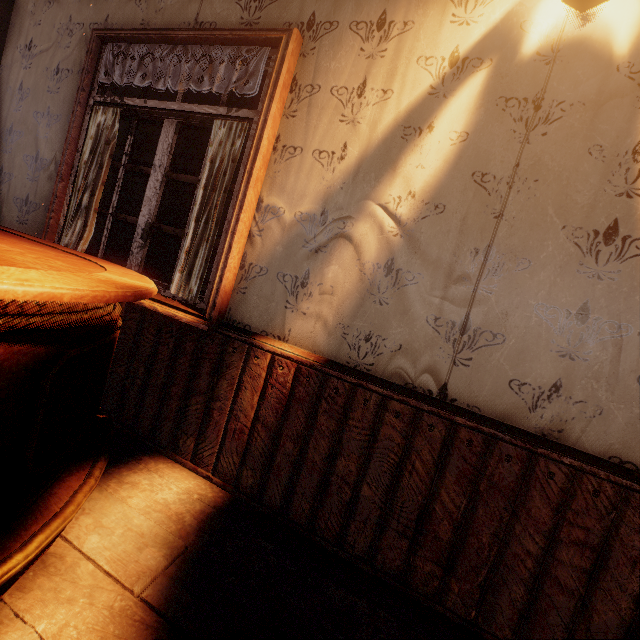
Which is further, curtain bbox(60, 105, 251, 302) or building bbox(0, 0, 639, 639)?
curtain bbox(60, 105, 251, 302)

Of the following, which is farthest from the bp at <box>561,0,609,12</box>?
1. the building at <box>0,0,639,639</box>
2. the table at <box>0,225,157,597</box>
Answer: the table at <box>0,225,157,597</box>

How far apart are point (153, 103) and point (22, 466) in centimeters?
208cm

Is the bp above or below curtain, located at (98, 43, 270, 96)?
above

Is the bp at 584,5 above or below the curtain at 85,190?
above

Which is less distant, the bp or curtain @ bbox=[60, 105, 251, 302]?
the bp

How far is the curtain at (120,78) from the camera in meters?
1.8

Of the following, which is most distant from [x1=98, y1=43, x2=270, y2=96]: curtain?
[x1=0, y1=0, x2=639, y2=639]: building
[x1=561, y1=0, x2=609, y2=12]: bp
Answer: [x1=561, y1=0, x2=609, y2=12]: bp
